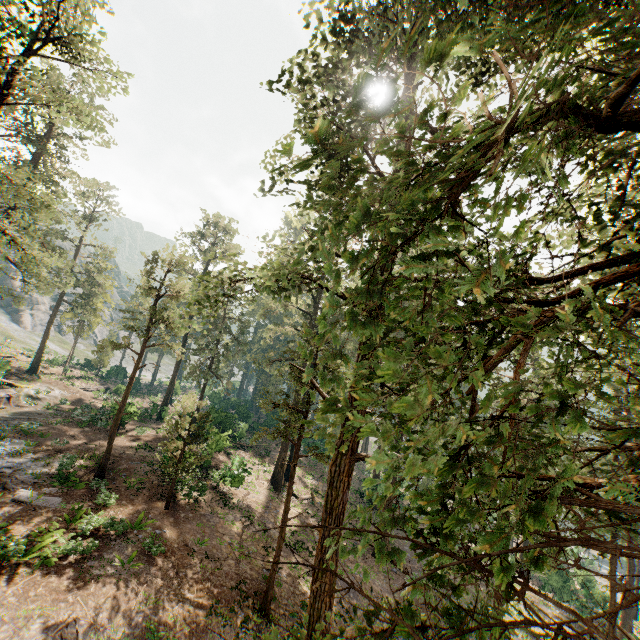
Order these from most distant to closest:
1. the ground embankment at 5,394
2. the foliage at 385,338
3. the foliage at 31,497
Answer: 1. the ground embankment at 5,394
2. the foliage at 31,497
3. the foliage at 385,338

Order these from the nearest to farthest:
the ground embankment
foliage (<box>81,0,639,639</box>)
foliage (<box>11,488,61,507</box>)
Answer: foliage (<box>81,0,639,639</box>) < foliage (<box>11,488,61,507</box>) < the ground embankment

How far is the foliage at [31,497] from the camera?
15.81m

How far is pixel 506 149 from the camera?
3.69m

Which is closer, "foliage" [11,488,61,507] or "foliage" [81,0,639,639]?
"foliage" [81,0,639,639]

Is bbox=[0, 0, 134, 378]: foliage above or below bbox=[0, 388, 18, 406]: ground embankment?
above

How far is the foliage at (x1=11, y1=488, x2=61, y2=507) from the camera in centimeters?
1581cm
